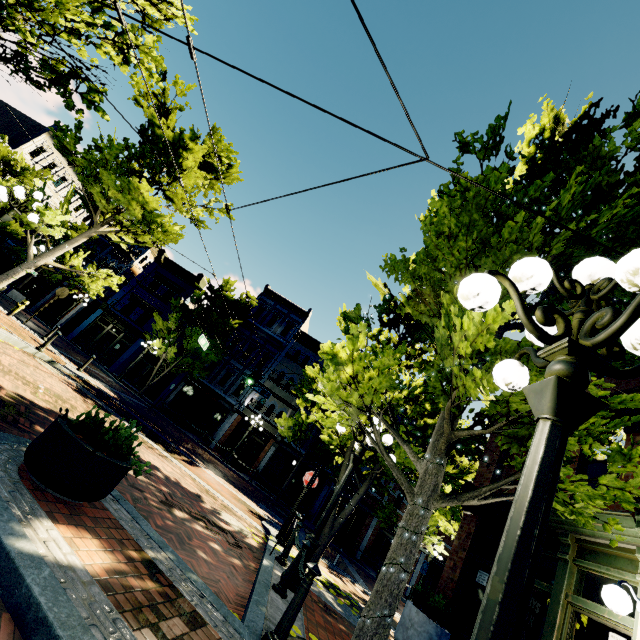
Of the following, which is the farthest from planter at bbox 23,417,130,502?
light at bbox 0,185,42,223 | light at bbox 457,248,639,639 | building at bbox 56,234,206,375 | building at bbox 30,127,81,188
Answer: building at bbox 30,127,81,188

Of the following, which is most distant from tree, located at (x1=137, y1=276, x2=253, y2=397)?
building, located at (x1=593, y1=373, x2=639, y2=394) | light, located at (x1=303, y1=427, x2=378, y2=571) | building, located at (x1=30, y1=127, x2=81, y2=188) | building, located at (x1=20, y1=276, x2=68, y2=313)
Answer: building, located at (x1=30, y1=127, x2=81, y2=188)

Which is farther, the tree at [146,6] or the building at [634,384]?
the tree at [146,6]

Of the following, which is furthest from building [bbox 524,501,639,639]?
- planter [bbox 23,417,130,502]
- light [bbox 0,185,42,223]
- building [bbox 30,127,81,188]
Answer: building [bbox 30,127,81,188]

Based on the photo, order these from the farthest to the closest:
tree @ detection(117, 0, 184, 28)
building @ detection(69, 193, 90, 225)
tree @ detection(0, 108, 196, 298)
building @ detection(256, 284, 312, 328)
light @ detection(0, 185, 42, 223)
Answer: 1. building @ detection(69, 193, 90, 225)
2. building @ detection(256, 284, 312, 328)
3. tree @ detection(0, 108, 196, 298)
4. light @ detection(0, 185, 42, 223)
5. tree @ detection(117, 0, 184, 28)

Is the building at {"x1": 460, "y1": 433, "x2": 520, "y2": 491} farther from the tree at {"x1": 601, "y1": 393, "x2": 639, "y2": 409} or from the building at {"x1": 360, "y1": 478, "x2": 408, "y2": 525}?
the building at {"x1": 360, "y1": 478, "x2": 408, "y2": 525}

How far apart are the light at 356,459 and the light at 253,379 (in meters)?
11.14

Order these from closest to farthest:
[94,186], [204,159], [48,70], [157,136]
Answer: [48,70] → [94,186] → [157,136] → [204,159]
